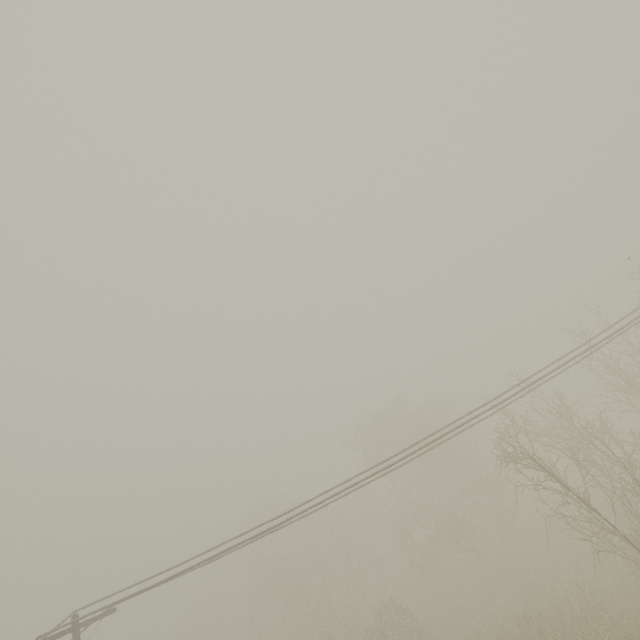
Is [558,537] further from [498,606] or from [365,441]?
[365,441]
